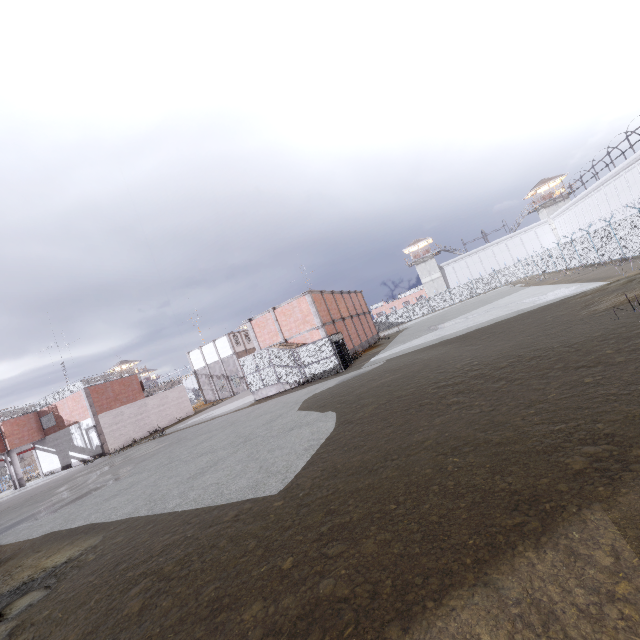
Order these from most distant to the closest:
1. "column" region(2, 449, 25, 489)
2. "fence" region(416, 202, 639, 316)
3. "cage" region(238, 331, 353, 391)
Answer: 1. "column" region(2, 449, 25, 489)
2. "cage" region(238, 331, 353, 391)
3. "fence" region(416, 202, 639, 316)

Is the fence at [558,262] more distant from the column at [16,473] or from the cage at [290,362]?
the cage at [290,362]

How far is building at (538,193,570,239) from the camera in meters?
56.2

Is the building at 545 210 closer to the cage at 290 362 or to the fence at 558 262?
the fence at 558 262

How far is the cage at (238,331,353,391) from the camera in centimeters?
2445cm

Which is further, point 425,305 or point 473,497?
point 425,305

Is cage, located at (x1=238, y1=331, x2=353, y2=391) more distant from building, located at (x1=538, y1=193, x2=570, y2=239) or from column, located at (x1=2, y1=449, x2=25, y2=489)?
building, located at (x1=538, y1=193, x2=570, y2=239)

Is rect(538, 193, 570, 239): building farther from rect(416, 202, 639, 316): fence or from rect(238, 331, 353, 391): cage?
rect(238, 331, 353, 391): cage
